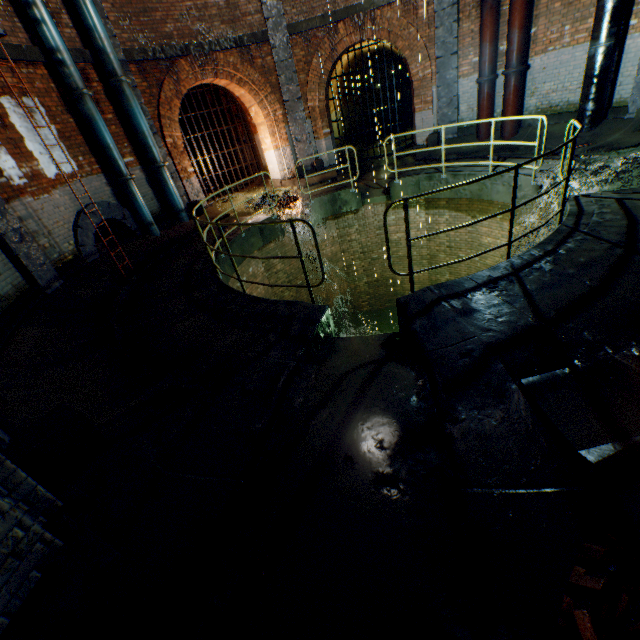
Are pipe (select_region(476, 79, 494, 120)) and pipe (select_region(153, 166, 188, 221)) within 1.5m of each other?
no

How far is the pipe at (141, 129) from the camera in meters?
8.8

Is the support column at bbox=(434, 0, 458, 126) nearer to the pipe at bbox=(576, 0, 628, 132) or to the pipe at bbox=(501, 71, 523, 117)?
the pipe at bbox=(501, 71, 523, 117)

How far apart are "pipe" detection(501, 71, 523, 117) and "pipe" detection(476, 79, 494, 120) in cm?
33

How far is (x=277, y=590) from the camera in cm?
205

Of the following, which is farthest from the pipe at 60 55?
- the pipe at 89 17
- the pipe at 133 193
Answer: the pipe at 133 193

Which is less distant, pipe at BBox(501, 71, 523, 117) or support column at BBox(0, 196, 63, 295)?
support column at BBox(0, 196, 63, 295)

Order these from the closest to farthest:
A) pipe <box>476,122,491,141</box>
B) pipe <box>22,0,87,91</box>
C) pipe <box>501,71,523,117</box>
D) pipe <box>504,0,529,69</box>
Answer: pipe <box>22,0,87,91</box>, pipe <box>504,0,529,69</box>, pipe <box>501,71,523,117</box>, pipe <box>476,122,491,141</box>
